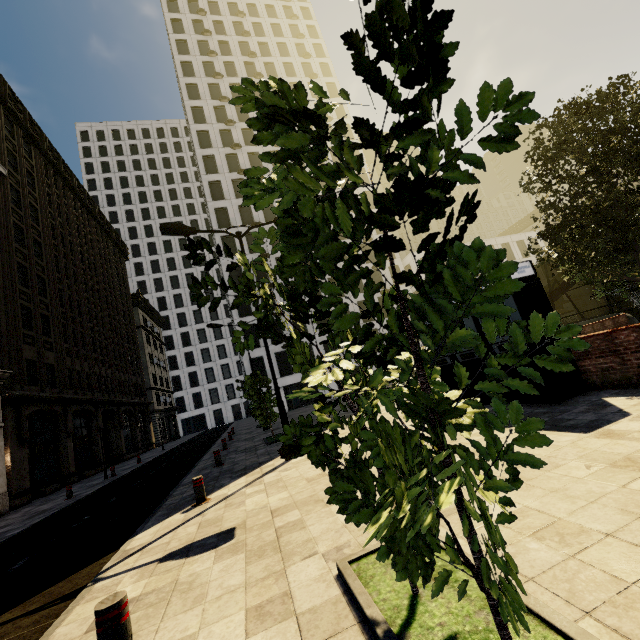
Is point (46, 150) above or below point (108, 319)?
above

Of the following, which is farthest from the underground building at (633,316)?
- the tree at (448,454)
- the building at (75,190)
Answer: the building at (75,190)

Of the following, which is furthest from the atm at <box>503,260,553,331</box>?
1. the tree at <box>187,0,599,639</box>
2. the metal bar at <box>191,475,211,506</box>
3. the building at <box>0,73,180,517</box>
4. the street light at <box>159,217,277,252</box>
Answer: the building at <box>0,73,180,517</box>

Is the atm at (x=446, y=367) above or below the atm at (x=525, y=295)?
below

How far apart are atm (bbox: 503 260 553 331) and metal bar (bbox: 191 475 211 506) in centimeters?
751cm

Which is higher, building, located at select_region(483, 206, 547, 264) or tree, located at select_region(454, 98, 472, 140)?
building, located at select_region(483, 206, 547, 264)

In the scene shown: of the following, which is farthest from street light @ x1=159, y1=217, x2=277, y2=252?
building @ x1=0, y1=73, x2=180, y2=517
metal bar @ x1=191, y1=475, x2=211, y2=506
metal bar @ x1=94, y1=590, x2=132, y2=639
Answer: building @ x1=0, y1=73, x2=180, y2=517

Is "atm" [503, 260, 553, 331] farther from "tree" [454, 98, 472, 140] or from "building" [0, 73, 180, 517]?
"building" [0, 73, 180, 517]
